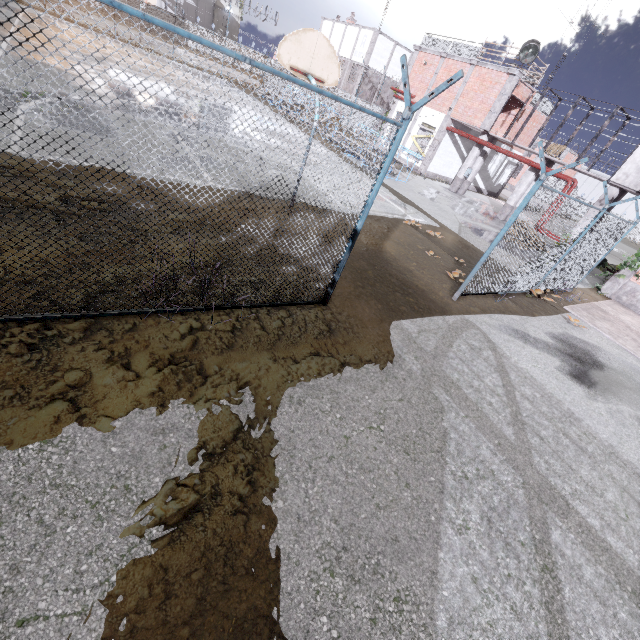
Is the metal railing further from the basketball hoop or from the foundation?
the basketball hoop

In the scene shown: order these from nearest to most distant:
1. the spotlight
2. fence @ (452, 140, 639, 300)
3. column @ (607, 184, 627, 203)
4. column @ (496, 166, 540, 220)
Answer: fence @ (452, 140, 639, 300)
column @ (607, 184, 627, 203)
the spotlight
column @ (496, 166, 540, 220)

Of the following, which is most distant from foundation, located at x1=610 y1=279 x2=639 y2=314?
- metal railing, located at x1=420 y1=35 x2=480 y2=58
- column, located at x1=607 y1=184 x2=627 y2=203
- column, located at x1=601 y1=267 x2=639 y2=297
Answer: metal railing, located at x1=420 y1=35 x2=480 y2=58

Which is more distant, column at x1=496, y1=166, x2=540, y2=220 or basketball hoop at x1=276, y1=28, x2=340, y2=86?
column at x1=496, y1=166, x2=540, y2=220

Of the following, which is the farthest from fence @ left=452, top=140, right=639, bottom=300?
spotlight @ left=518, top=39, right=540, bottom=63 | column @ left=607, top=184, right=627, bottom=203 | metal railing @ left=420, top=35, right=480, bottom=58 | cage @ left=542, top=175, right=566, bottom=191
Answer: column @ left=607, top=184, right=627, bottom=203

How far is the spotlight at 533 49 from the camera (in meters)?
17.95

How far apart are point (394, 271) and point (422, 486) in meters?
5.4 m

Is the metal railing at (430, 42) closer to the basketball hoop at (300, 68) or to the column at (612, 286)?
the column at (612, 286)
